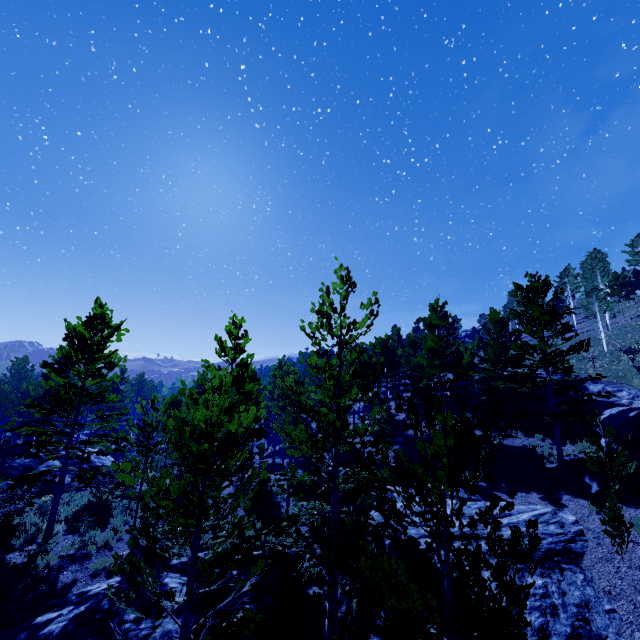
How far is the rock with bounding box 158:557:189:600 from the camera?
10.30m

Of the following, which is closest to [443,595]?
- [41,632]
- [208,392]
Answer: [208,392]

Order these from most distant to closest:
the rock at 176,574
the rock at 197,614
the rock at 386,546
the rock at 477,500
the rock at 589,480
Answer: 1. the rock at 477,500
2. the rock at 589,480
3. the rock at 386,546
4. the rock at 176,574
5. the rock at 197,614

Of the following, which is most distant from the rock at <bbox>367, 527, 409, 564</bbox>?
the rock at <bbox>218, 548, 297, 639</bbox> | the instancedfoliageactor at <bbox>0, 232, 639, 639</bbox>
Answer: the rock at <bbox>218, 548, 297, 639</bbox>

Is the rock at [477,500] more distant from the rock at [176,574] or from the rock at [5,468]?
the rock at [5,468]

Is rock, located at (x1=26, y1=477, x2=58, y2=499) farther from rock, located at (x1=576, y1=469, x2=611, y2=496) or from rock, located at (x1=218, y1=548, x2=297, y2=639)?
rock, located at (x1=576, y1=469, x2=611, y2=496)

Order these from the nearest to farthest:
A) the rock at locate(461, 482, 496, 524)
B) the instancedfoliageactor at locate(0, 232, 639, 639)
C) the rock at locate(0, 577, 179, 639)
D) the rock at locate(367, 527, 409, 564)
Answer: the instancedfoliageactor at locate(0, 232, 639, 639) → the rock at locate(0, 577, 179, 639) → the rock at locate(367, 527, 409, 564) → the rock at locate(461, 482, 496, 524)

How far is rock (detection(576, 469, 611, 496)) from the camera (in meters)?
14.05
